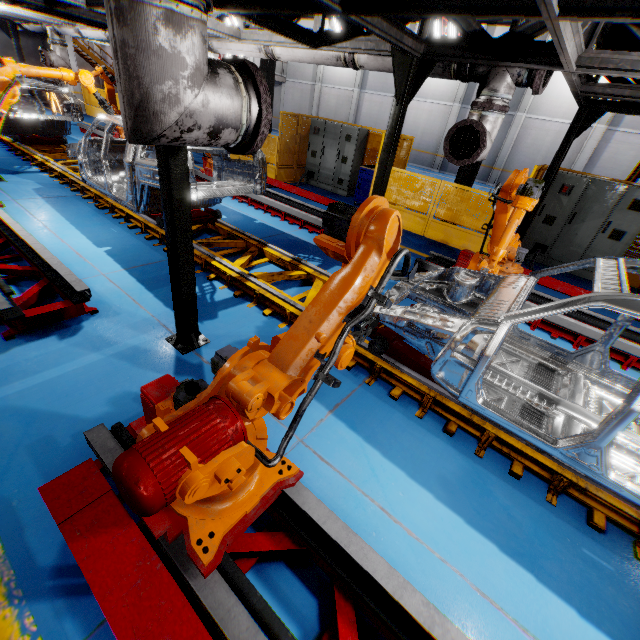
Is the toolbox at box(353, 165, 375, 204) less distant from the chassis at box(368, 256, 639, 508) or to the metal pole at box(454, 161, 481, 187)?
the metal pole at box(454, 161, 481, 187)

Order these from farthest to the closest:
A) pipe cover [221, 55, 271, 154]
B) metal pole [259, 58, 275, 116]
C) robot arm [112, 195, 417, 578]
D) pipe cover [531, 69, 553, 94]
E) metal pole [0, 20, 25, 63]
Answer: metal pole [0, 20, 25, 63], metal pole [259, 58, 275, 116], pipe cover [531, 69, 553, 94], pipe cover [221, 55, 271, 154], robot arm [112, 195, 417, 578]

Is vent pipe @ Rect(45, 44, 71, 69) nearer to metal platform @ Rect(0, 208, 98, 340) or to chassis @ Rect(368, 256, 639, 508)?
chassis @ Rect(368, 256, 639, 508)

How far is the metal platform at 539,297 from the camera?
5.4m

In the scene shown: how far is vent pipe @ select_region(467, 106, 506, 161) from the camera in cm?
456

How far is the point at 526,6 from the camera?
2.48m

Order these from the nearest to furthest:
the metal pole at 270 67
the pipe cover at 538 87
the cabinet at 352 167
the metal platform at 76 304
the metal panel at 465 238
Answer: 1. the metal platform at 76 304
2. the pipe cover at 538 87
3. the metal panel at 465 238
4. the cabinet at 352 167
5. the metal pole at 270 67

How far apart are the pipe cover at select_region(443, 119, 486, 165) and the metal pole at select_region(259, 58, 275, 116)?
9.94m
